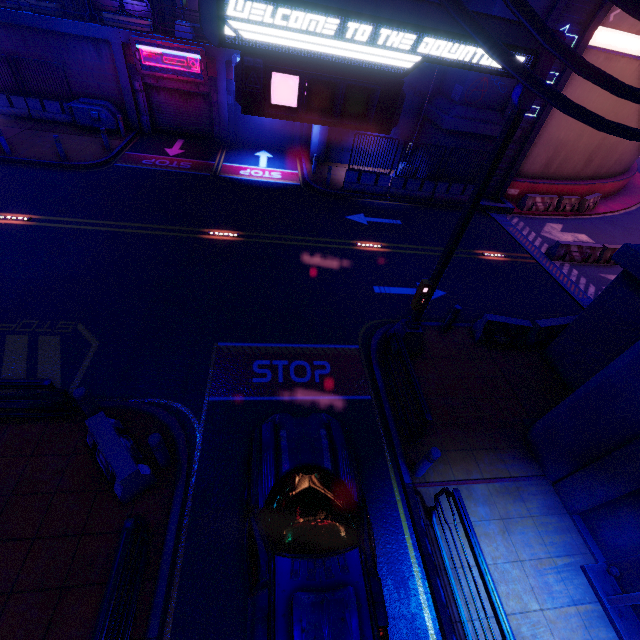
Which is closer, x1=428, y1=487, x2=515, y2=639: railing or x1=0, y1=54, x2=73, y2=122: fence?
x1=428, y1=487, x2=515, y2=639: railing

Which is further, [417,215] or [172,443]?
[417,215]

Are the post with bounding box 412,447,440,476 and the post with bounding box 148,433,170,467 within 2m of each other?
no

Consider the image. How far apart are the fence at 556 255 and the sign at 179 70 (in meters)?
20.53

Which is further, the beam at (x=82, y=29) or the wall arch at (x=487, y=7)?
the beam at (x=82, y=29)

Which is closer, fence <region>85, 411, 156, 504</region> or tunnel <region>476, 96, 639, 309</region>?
fence <region>85, 411, 156, 504</region>

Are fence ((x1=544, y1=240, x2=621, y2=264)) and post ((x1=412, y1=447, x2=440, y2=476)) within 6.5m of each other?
no

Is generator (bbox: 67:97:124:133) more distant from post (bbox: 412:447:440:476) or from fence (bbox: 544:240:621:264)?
fence (bbox: 544:240:621:264)
